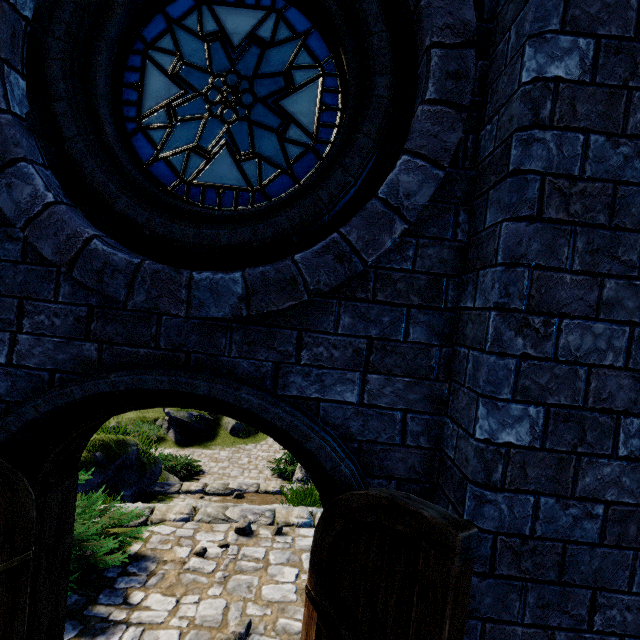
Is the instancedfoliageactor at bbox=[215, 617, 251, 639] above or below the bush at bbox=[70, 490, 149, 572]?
below

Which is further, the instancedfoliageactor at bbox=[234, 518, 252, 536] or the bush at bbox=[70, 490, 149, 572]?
the instancedfoliageactor at bbox=[234, 518, 252, 536]

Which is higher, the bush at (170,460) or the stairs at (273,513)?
the stairs at (273,513)

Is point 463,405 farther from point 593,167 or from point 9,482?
point 9,482

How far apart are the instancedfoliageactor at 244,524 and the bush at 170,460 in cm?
916

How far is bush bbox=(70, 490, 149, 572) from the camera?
3.6 meters

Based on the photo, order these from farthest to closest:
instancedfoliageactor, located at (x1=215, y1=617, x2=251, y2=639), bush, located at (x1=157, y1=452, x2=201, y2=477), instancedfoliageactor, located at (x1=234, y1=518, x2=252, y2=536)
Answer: bush, located at (x1=157, y1=452, x2=201, y2=477) < instancedfoliageactor, located at (x1=234, y1=518, x2=252, y2=536) < instancedfoliageactor, located at (x1=215, y1=617, x2=251, y2=639)

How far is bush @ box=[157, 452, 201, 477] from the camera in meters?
13.0
